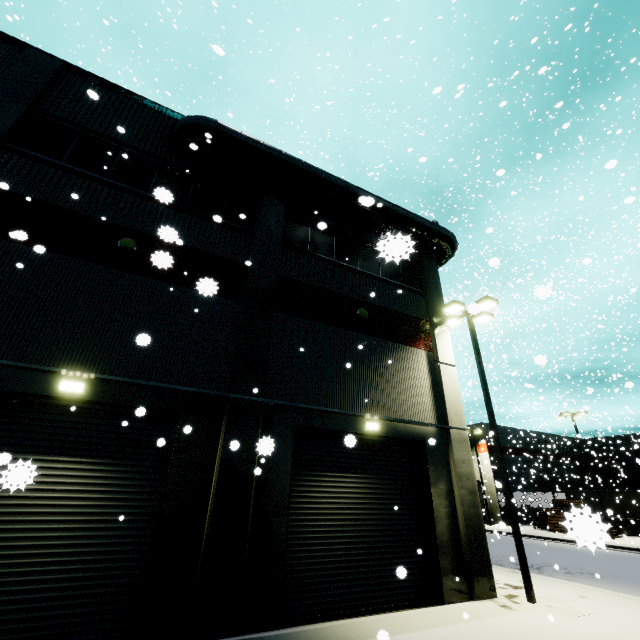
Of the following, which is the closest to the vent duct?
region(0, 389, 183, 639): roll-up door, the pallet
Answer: region(0, 389, 183, 639): roll-up door

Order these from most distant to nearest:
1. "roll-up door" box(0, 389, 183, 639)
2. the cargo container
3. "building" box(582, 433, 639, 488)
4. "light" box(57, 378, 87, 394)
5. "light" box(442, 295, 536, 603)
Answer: the cargo container → "building" box(582, 433, 639, 488) → "light" box(442, 295, 536, 603) → "light" box(57, 378, 87, 394) → "roll-up door" box(0, 389, 183, 639)

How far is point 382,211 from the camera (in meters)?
13.77

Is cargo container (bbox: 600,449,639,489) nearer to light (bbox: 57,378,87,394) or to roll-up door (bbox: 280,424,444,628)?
roll-up door (bbox: 280,424,444,628)

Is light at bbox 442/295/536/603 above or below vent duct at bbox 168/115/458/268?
below

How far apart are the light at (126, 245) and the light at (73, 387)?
3.73m

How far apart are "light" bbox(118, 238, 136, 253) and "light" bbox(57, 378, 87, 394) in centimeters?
373cm

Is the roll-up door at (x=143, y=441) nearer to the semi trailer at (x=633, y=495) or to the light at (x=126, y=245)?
the semi trailer at (x=633, y=495)
